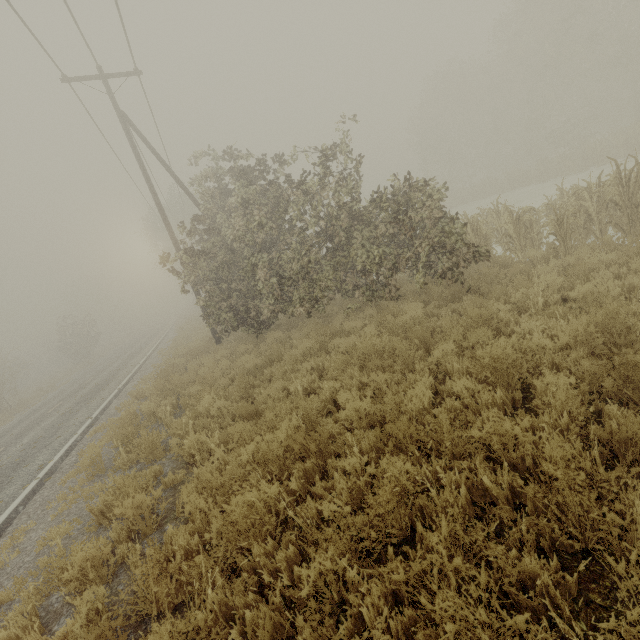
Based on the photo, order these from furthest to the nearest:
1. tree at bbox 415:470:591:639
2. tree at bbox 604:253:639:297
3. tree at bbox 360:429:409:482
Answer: tree at bbox 604:253:639:297, tree at bbox 360:429:409:482, tree at bbox 415:470:591:639

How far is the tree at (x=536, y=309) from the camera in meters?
3.8

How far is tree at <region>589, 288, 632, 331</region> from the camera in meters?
4.1

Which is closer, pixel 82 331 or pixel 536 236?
pixel 536 236

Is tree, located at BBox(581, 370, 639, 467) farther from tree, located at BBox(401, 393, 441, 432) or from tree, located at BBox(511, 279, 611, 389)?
tree, located at BBox(401, 393, 441, 432)

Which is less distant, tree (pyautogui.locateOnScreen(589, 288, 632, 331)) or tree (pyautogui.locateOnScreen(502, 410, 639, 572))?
tree (pyautogui.locateOnScreen(502, 410, 639, 572))

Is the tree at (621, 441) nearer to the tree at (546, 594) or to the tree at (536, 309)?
the tree at (536, 309)
